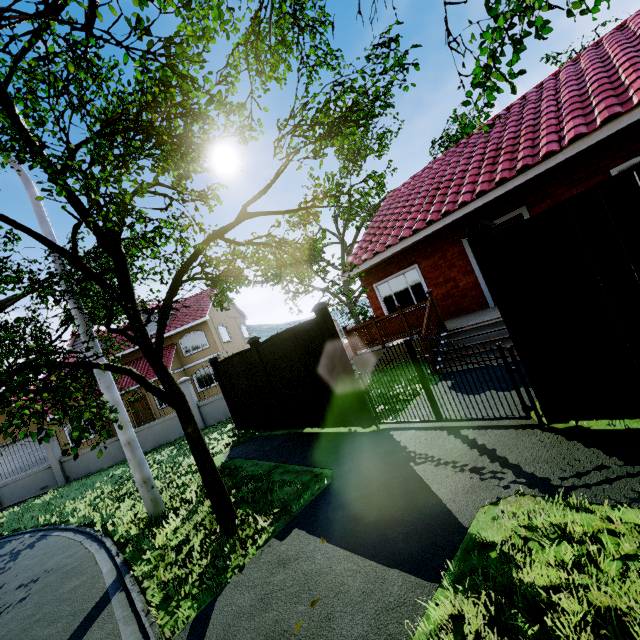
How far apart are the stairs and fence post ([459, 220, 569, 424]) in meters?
2.3

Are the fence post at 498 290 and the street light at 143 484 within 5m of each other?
no

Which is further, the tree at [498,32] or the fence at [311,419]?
the fence at [311,419]

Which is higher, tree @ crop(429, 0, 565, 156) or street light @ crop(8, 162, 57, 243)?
street light @ crop(8, 162, 57, 243)

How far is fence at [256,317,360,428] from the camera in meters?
6.6

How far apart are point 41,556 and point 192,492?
3.9 meters

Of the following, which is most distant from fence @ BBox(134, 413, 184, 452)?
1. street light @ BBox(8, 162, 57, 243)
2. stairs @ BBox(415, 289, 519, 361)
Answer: street light @ BBox(8, 162, 57, 243)

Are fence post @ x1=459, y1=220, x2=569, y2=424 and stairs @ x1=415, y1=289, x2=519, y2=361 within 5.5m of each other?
yes
